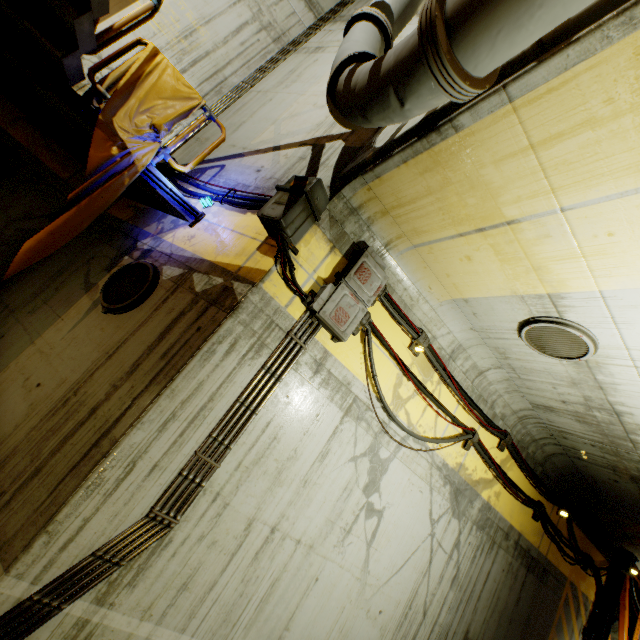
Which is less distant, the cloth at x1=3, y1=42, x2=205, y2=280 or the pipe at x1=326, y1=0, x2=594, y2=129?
the pipe at x1=326, y1=0, x2=594, y2=129

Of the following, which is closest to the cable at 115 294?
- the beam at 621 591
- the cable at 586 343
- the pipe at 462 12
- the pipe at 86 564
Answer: the pipe at 86 564

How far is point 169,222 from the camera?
4.88m

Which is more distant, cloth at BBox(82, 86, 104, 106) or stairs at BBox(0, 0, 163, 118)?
cloth at BBox(82, 86, 104, 106)

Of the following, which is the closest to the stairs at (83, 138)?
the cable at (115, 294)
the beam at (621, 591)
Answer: the cable at (115, 294)

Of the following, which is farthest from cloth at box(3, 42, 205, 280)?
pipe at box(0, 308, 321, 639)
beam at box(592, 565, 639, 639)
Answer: beam at box(592, 565, 639, 639)

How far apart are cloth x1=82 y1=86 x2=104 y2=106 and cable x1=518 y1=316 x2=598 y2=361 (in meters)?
5.42

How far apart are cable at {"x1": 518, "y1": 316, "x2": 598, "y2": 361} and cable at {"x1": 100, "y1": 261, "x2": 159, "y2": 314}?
4.80m
